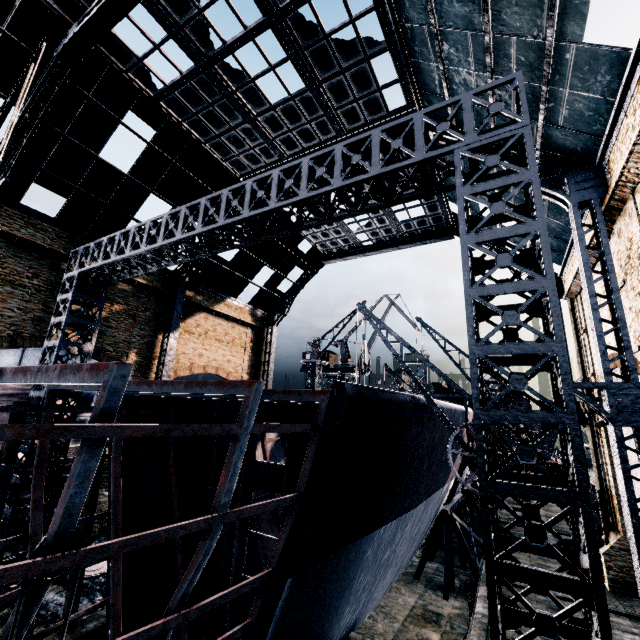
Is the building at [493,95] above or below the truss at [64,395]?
above

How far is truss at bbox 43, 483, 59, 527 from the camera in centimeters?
1480cm

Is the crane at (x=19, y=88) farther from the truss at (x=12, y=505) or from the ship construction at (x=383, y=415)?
the ship construction at (x=383, y=415)

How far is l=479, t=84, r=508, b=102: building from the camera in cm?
1337

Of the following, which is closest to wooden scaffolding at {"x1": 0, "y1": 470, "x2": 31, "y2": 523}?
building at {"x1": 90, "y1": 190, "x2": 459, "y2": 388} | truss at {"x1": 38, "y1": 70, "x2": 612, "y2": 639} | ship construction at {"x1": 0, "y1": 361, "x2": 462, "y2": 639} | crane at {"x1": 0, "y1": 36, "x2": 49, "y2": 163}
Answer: ship construction at {"x1": 0, "y1": 361, "x2": 462, "y2": 639}

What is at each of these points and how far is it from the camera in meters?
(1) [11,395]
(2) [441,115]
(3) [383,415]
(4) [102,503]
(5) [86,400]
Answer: (1) cloth, 16.8 m
(2) building, 17.6 m
(3) ship construction, 10.1 m
(4) building, 20.4 m
(5) building, 20.9 m

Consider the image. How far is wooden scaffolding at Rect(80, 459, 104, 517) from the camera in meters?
12.2

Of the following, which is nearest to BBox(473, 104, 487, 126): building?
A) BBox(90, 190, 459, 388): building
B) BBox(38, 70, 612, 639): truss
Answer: BBox(90, 190, 459, 388): building
